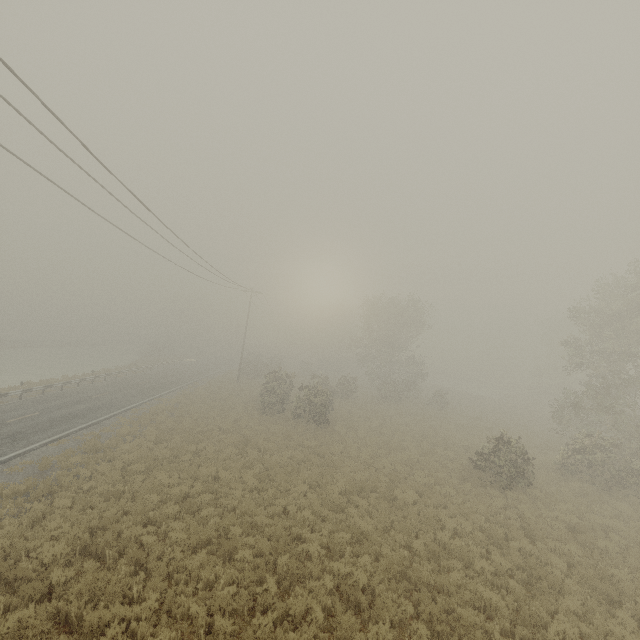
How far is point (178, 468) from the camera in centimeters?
1489cm
